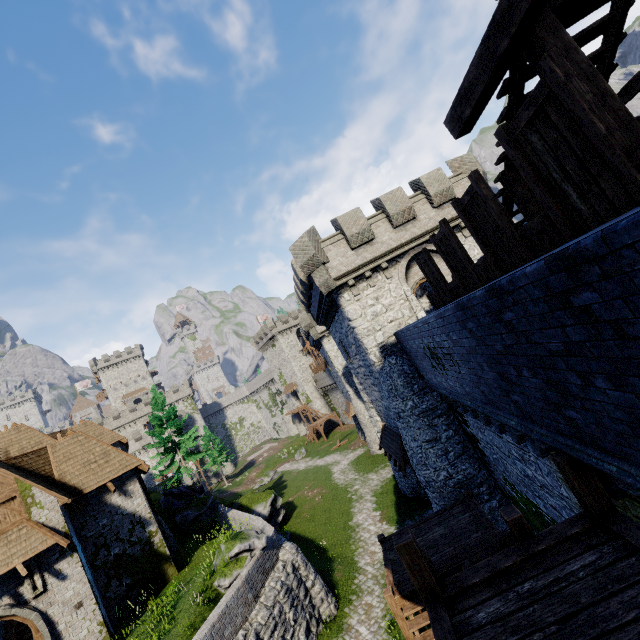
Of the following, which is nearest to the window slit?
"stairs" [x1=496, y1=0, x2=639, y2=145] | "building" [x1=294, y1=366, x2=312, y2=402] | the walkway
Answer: the walkway

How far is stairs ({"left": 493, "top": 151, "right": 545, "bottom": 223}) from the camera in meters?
5.4

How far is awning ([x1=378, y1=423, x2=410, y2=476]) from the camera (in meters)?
17.30

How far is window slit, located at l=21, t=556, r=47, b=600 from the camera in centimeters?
1185cm

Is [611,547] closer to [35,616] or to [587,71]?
[587,71]

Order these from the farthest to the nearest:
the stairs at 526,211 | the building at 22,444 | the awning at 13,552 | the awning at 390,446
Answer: the awning at 390,446 < the building at 22,444 < the awning at 13,552 < the stairs at 526,211

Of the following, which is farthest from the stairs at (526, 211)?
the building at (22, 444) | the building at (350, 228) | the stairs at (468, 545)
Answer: the building at (22, 444)

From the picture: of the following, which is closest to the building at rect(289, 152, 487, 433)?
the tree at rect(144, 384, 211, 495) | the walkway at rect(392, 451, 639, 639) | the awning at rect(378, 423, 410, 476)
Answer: the awning at rect(378, 423, 410, 476)
